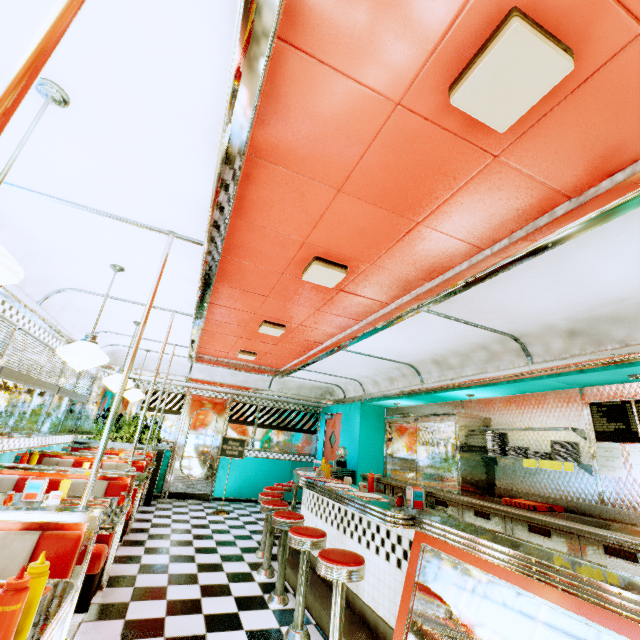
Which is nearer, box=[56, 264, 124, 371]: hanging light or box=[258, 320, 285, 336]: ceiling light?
box=[56, 264, 124, 371]: hanging light

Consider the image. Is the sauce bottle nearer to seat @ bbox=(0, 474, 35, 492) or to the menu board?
seat @ bbox=(0, 474, 35, 492)

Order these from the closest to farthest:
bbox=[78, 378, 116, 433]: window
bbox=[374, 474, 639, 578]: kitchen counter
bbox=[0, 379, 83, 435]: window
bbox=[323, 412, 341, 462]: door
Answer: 1. bbox=[374, 474, 639, 578]: kitchen counter
2. bbox=[0, 379, 83, 435]: window
3. bbox=[78, 378, 116, 433]: window
4. bbox=[323, 412, 341, 462]: door

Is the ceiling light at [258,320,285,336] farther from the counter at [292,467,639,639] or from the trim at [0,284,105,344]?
the counter at [292,467,639,639]

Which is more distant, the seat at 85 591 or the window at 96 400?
the window at 96 400

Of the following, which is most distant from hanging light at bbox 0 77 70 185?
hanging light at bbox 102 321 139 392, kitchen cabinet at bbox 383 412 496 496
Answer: kitchen cabinet at bbox 383 412 496 496

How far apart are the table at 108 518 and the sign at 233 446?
4.3m

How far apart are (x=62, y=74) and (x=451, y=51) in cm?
179
